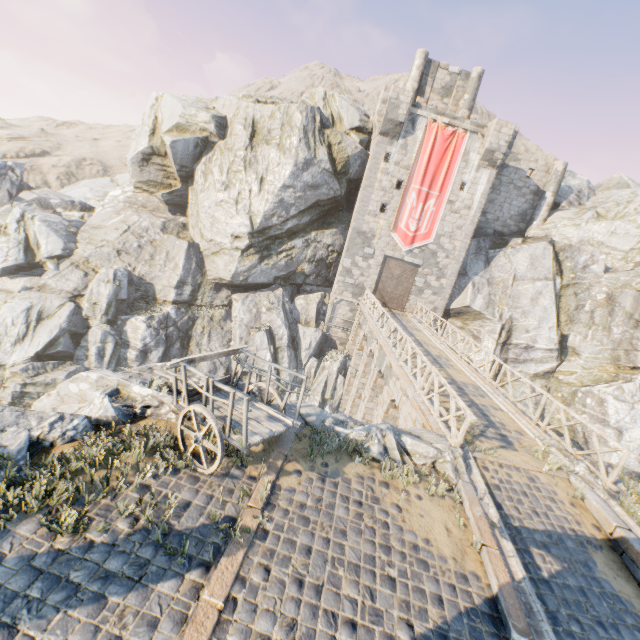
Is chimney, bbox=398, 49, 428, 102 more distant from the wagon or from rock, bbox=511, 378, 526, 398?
the wagon

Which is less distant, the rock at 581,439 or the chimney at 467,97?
the rock at 581,439

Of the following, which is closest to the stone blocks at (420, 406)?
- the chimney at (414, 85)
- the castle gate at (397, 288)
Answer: the castle gate at (397, 288)

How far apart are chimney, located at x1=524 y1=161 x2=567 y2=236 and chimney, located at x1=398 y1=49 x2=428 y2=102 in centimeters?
1189cm

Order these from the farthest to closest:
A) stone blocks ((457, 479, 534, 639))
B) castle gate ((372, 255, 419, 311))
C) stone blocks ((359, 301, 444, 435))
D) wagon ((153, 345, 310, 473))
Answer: castle gate ((372, 255, 419, 311)), stone blocks ((359, 301, 444, 435)), wagon ((153, 345, 310, 473)), stone blocks ((457, 479, 534, 639))

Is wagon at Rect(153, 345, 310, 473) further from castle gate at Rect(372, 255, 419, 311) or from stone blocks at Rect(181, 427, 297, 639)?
castle gate at Rect(372, 255, 419, 311)

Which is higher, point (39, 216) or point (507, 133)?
point (507, 133)

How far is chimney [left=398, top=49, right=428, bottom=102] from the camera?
25.42m
